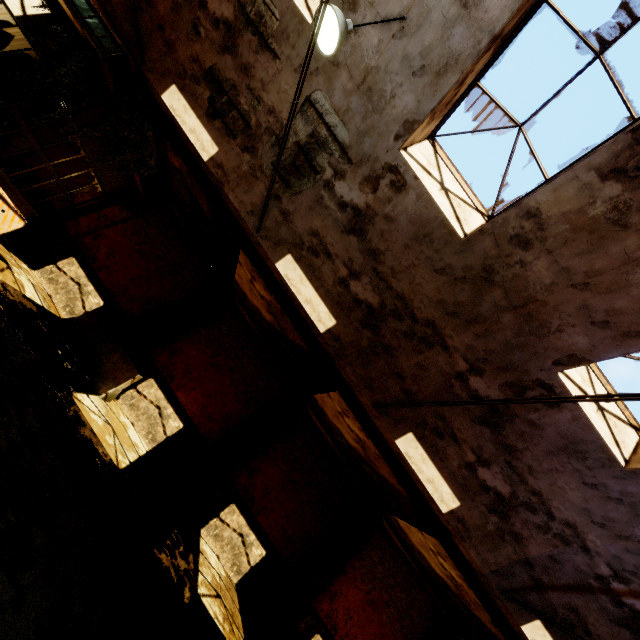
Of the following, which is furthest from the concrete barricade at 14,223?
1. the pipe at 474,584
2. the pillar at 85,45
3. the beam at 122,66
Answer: the pipe at 474,584

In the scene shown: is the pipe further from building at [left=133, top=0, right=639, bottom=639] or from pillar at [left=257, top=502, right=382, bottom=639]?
pillar at [left=257, top=502, right=382, bottom=639]

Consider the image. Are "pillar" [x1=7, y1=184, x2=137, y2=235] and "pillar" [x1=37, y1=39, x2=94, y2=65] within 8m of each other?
yes

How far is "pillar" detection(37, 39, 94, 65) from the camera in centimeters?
725cm

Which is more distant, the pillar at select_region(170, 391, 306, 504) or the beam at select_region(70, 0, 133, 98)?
the pillar at select_region(170, 391, 306, 504)

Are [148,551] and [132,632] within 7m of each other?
yes

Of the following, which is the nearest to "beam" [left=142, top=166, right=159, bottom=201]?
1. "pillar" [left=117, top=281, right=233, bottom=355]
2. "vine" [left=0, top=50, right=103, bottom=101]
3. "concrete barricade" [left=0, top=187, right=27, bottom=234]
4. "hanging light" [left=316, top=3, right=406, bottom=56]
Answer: "vine" [left=0, top=50, right=103, bottom=101]

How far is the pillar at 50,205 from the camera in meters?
10.8
